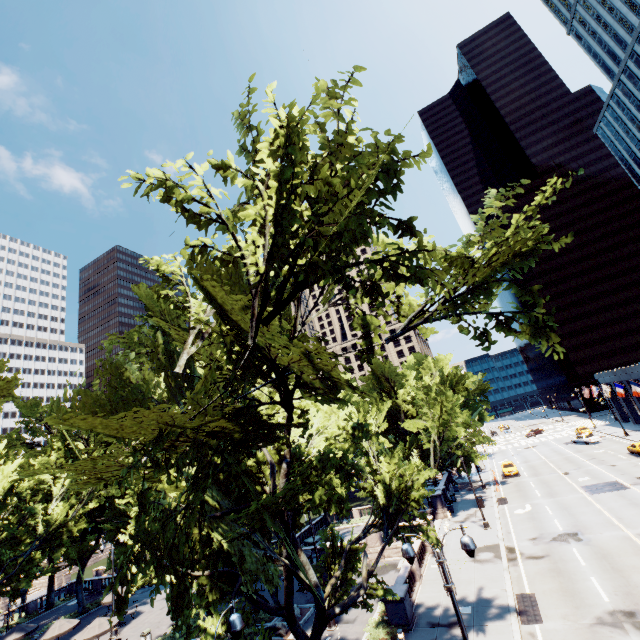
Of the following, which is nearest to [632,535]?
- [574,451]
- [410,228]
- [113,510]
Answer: [410,228]

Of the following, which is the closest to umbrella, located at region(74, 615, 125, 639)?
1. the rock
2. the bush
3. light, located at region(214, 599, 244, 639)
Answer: the rock

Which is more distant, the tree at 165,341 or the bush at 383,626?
the bush at 383,626

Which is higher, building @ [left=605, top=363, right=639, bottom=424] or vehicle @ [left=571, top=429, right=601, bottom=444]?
building @ [left=605, top=363, right=639, bottom=424]

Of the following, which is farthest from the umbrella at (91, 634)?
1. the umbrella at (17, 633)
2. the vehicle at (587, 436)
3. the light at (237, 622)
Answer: the vehicle at (587, 436)

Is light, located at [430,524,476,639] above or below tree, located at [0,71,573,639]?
below

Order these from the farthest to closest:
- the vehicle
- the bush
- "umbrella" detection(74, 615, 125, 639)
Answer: the vehicle → "umbrella" detection(74, 615, 125, 639) → the bush

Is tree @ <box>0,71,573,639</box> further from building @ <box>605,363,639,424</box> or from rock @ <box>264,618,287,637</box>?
building @ <box>605,363,639,424</box>
